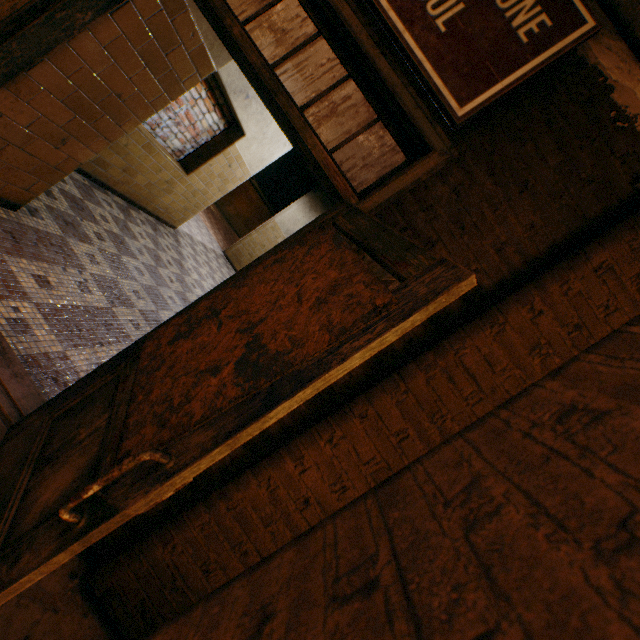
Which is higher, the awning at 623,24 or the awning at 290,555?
the awning at 623,24

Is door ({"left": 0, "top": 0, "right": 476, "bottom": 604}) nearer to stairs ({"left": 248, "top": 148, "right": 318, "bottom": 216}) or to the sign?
the sign

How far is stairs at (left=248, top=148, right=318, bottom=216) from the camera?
11.01m

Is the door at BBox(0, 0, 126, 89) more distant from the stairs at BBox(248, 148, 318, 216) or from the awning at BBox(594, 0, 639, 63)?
the stairs at BBox(248, 148, 318, 216)

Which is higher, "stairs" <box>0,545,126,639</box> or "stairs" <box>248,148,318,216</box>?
"stairs" <box>248,148,318,216</box>

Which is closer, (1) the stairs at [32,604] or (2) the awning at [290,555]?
(2) the awning at [290,555]

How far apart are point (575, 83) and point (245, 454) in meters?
2.4

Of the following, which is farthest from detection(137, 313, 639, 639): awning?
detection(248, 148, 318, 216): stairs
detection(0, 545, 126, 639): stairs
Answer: detection(248, 148, 318, 216): stairs
